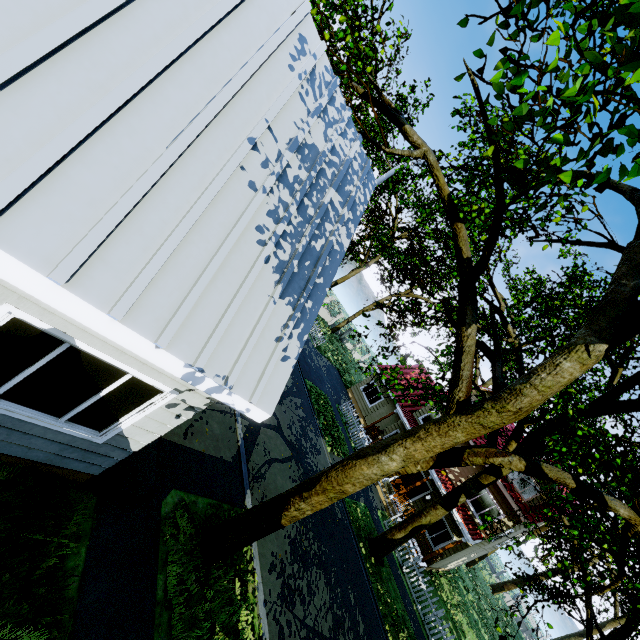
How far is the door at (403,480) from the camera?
20.53m

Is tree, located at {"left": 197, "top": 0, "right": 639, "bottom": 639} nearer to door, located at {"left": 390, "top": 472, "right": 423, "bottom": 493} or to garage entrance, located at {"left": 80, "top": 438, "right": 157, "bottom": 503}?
garage entrance, located at {"left": 80, "top": 438, "right": 157, "bottom": 503}

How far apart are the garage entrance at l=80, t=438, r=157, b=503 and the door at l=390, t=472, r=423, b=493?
18.2m

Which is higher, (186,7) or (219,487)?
(186,7)

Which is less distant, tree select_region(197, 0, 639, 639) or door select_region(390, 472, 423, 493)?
tree select_region(197, 0, 639, 639)

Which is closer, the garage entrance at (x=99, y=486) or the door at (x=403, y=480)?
the garage entrance at (x=99, y=486)

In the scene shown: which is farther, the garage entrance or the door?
the door

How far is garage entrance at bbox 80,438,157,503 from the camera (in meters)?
5.05
